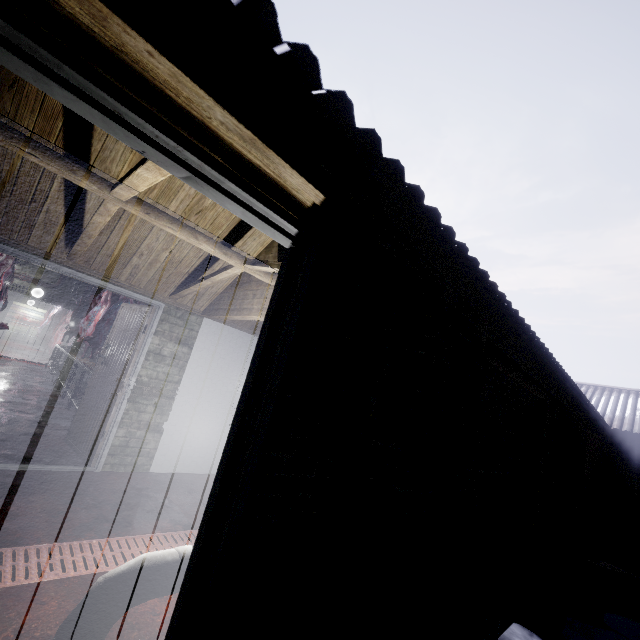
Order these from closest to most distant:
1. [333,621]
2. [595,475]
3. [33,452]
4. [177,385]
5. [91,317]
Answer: [333,621] → [33,452] → [177,385] → [595,475] → [91,317]

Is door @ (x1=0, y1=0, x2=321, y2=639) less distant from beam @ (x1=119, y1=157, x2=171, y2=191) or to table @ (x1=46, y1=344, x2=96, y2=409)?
beam @ (x1=119, y1=157, x2=171, y2=191)

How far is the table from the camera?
5.8m

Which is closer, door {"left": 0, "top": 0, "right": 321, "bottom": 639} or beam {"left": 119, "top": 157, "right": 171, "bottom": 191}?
door {"left": 0, "top": 0, "right": 321, "bottom": 639}

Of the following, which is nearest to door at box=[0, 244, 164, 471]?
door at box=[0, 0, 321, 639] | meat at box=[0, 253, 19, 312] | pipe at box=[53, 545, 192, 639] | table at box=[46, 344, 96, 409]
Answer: table at box=[46, 344, 96, 409]

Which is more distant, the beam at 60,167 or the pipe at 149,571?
the beam at 60,167

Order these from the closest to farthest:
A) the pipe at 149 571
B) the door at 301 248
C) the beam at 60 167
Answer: the door at 301 248
the pipe at 149 571
the beam at 60 167

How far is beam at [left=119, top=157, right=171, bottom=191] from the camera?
1.32m
